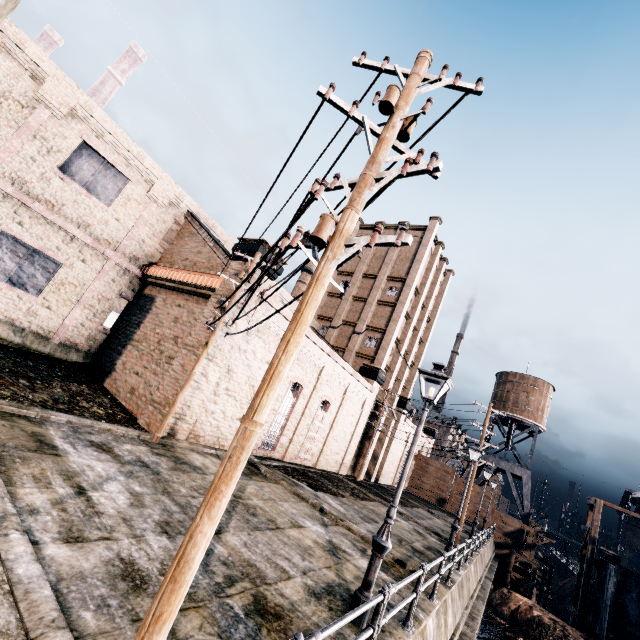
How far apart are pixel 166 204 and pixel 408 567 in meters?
24.0

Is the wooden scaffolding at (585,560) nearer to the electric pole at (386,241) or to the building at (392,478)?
the building at (392,478)

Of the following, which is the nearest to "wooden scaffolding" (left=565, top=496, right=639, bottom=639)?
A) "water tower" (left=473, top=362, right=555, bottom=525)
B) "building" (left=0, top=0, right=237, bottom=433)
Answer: "water tower" (left=473, top=362, right=555, bottom=525)

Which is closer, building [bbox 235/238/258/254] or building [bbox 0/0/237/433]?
building [bbox 0/0/237/433]

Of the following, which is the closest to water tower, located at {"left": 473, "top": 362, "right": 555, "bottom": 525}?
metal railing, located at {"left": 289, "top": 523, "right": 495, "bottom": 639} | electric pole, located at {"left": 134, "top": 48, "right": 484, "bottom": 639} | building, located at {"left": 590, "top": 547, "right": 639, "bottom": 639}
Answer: building, located at {"left": 590, "top": 547, "right": 639, "bottom": 639}

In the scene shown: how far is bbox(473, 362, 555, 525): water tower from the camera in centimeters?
4370cm

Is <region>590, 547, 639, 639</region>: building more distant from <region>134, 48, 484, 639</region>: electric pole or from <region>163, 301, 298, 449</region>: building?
<region>163, 301, 298, 449</region>: building

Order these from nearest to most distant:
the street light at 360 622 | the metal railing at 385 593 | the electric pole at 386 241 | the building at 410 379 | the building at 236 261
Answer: the electric pole at 386 241 → the metal railing at 385 593 → the street light at 360 622 → the building at 236 261 → the building at 410 379
